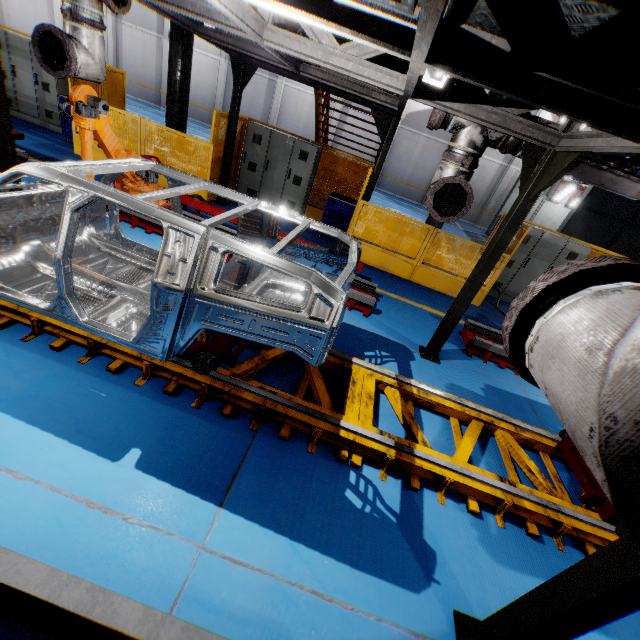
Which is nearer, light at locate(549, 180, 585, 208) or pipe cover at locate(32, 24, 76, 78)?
pipe cover at locate(32, 24, 76, 78)

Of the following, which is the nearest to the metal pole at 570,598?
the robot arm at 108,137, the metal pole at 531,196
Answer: the metal pole at 531,196

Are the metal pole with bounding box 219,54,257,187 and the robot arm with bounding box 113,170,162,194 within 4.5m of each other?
yes

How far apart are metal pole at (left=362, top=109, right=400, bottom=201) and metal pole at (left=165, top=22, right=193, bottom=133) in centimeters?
503cm

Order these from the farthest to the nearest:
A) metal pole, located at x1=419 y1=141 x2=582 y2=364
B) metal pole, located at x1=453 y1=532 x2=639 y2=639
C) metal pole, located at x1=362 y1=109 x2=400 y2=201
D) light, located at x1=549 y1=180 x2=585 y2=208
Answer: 1. light, located at x1=549 y1=180 x2=585 y2=208
2. metal pole, located at x1=362 y1=109 x2=400 y2=201
3. metal pole, located at x1=419 y1=141 x2=582 y2=364
4. metal pole, located at x1=453 y1=532 x2=639 y2=639

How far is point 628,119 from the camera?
2.29m

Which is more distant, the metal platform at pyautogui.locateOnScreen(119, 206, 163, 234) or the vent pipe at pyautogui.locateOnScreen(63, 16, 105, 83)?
the metal platform at pyautogui.locateOnScreen(119, 206, 163, 234)

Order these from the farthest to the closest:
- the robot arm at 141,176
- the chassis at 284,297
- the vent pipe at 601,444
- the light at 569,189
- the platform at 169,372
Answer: the light at 569,189 → the robot arm at 141,176 → the platform at 169,372 → the chassis at 284,297 → the vent pipe at 601,444
